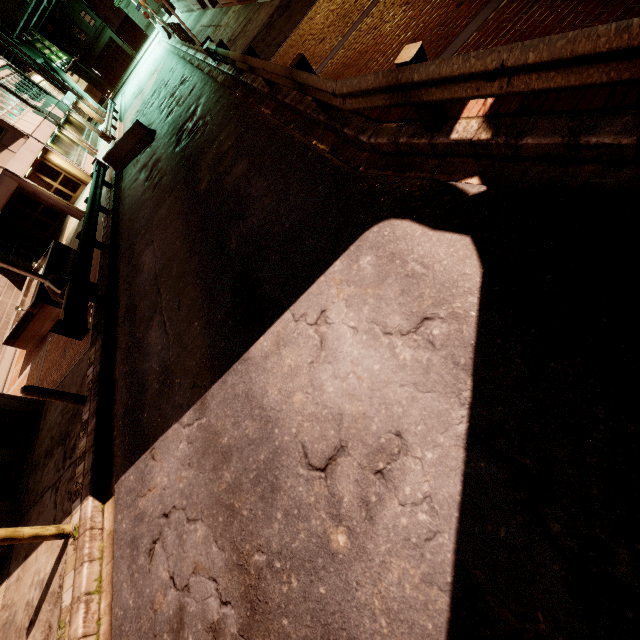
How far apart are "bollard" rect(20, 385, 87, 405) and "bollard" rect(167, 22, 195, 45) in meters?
23.5 m

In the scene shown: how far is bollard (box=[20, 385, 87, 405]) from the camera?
6.97m

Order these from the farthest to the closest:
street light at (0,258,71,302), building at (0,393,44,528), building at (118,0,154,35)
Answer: building at (118,0,154,35), street light at (0,258,71,302), building at (0,393,44,528)

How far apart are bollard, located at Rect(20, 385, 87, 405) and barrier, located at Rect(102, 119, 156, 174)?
13.89m

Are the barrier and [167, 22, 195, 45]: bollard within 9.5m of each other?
yes

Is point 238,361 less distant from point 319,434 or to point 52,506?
point 319,434

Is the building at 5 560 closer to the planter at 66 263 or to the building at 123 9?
the planter at 66 263

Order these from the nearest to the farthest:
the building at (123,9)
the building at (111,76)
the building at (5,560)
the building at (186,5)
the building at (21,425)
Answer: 1. the building at (5,560)
2. the building at (21,425)
3. the building at (186,5)
4. the building at (111,76)
5. the building at (123,9)
